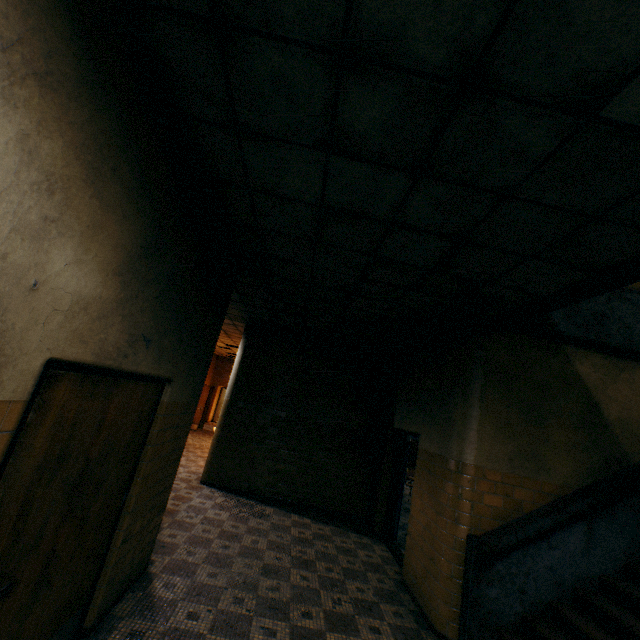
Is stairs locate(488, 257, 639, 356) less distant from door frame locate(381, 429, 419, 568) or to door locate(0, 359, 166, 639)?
door frame locate(381, 429, 419, 568)

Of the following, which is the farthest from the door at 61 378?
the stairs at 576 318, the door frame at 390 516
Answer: the door frame at 390 516

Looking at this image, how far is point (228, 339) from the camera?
12.43m

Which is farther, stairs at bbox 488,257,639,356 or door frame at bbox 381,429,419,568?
door frame at bbox 381,429,419,568

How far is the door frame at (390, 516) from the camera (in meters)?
6.05

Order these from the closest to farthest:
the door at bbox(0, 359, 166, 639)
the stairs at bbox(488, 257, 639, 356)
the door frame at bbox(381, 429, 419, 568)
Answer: the door at bbox(0, 359, 166, 639) → the stairs at bbox(488, 257, 639, 356) → the door frame at bbox(381, 429, 419, 568)

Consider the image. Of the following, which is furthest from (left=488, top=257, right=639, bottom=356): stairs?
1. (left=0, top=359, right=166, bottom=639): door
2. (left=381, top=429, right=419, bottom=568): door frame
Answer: (left=0, top=359, right=166, bottom=639): door
